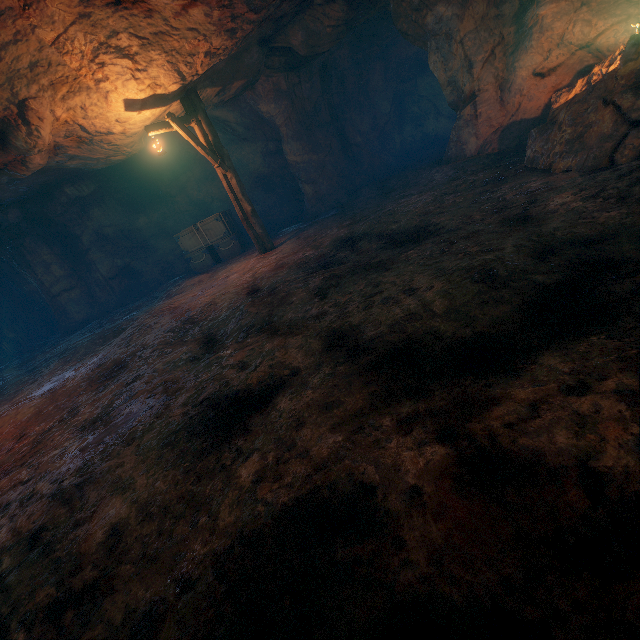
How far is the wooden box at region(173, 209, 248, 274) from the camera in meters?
12.4

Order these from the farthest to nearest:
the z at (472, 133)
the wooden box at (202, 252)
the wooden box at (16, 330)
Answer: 1. the wooden box at (16, 330)
2. the wooden box at (202, 252)
3. the z at (472, 133)

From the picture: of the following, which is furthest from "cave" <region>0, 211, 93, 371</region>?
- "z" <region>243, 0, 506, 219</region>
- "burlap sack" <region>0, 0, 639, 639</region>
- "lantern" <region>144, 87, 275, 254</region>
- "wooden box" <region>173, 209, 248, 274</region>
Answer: "z" <region>243, 0, 506, 219</region>

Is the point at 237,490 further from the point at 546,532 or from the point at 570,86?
the point at 570,86

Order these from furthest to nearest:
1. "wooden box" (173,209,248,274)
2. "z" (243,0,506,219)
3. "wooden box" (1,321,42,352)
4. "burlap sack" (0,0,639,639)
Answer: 1. "wooden box" (1,321,42,352)
2. "wooden box" (173,209,248,274)
3. "z" (243,0,506,219)
4. "burlap sack" (0,0,639,639)

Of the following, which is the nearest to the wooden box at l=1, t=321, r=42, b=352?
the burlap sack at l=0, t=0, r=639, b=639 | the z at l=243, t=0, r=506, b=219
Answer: the burlap sack at l=0, t=0, r=639, b=639

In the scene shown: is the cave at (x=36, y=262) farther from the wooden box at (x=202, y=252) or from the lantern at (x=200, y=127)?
the lantern at (x=200, y=127)

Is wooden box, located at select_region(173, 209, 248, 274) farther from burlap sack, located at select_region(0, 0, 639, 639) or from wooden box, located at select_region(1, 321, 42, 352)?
wooden box, located at select_region(1, 321, 42, 352)
